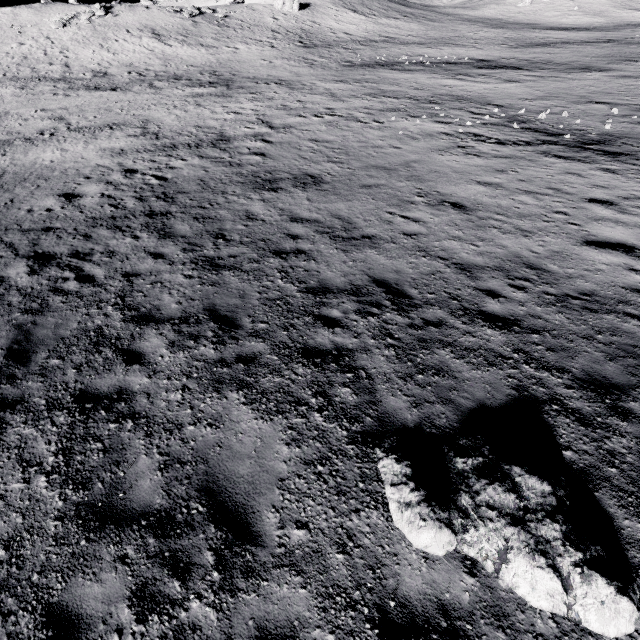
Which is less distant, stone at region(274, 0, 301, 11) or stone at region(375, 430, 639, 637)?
stone at region(375, 430, 639, 637)

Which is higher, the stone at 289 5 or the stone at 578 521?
the stone at 289 5

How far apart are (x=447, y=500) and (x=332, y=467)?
1.6m

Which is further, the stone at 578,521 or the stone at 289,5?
the stone at 289,5

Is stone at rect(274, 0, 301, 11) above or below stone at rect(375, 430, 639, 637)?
above
